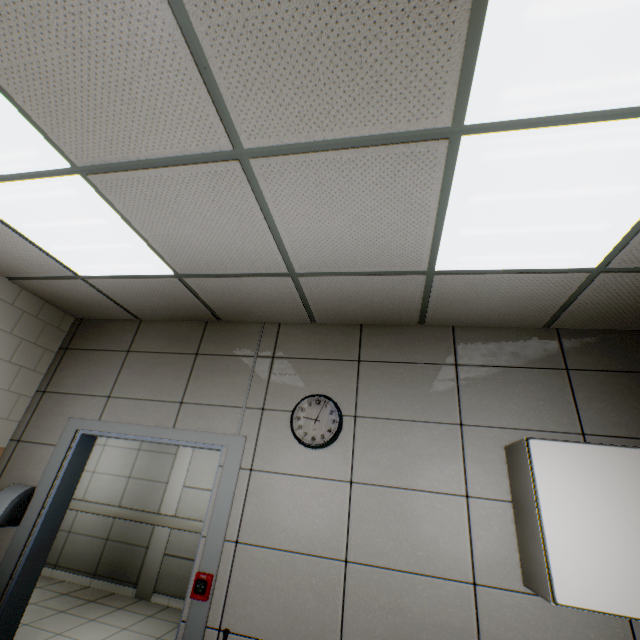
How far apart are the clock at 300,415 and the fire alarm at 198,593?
1.1 meters

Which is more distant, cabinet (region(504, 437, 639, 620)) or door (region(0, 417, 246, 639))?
door (region(0, 417, 246, 639))

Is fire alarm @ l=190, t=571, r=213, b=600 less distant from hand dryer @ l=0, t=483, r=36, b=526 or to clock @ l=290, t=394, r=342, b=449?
clock @ l=290, t=394, r=342, b=449

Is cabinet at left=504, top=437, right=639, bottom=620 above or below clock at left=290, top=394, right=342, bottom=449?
below

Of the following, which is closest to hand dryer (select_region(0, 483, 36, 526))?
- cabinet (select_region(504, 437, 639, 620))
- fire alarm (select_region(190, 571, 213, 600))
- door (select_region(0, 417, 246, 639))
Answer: door (select_region(0, 417, 246, 639))

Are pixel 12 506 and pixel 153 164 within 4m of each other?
yes

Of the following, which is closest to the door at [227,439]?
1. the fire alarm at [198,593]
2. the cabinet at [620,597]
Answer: the fire alarm at [198,593]

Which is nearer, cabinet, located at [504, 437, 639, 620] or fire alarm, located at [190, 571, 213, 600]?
cabinet, located at [504, 437, 639, 620]
